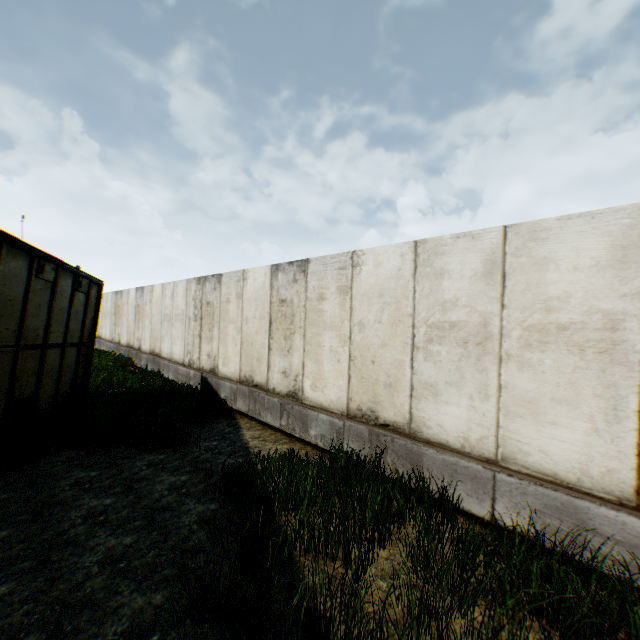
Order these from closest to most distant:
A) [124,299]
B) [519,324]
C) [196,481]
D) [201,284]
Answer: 1. [519,324]
2. [196,481]
3. [201,284]
4. [124,299]
